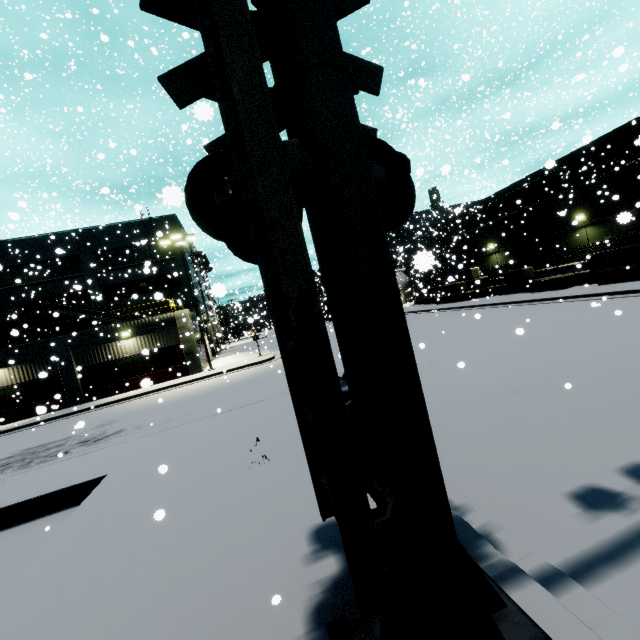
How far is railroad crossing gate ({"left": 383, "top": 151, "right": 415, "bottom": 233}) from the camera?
2.96m

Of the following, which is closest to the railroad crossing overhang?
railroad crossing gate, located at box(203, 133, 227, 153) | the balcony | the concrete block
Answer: railroad crossing gate, located at box(203, 133, 227, 153)

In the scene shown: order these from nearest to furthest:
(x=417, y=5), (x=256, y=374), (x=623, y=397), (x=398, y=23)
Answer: (x=623, y=397), (x=398, y=23), (x=256, y=374), (x=417, y=5)

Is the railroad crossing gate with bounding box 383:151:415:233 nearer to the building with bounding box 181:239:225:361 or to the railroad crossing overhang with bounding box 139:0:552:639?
the railroad crossing overhang with bounding box 139:0:552:639

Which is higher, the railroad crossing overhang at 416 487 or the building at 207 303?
the building at 207 303

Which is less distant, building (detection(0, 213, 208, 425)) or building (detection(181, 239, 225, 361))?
building (detection(0, 213, 208, 425))

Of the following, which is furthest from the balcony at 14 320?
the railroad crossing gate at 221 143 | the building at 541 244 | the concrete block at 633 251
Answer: the railroad crossing gate at 221 143

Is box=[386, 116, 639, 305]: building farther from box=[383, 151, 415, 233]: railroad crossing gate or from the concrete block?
box=[383, 151, 415, 233]: railroad crossing gate
